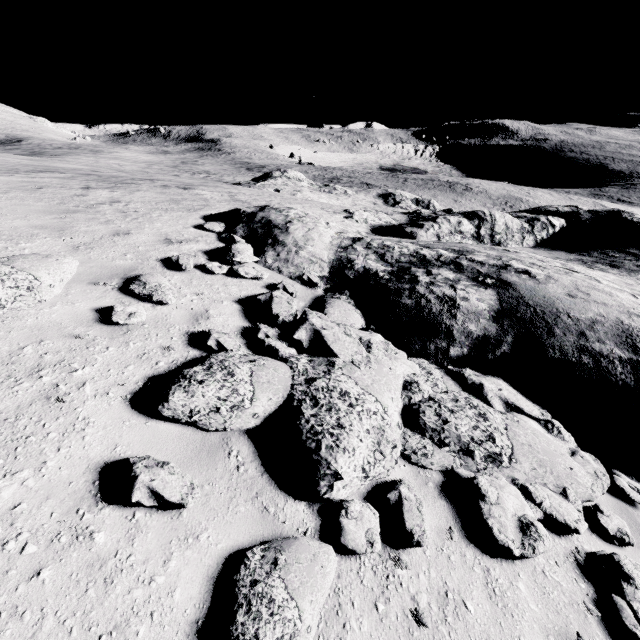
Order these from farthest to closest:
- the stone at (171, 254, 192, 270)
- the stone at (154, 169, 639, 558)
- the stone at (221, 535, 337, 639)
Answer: the stone at (171, 254, 192, 270) < the stone at (154, 169, 639, 558) < the stone at (221, 535, 337, 639)

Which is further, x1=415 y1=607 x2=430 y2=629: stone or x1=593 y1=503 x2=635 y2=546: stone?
x1=593 y1=503 x2=635 y2=546: stone

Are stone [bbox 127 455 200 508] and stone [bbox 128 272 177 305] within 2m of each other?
no

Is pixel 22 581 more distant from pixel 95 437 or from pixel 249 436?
Result: pixel 249 436

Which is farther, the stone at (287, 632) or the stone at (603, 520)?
the stone at (603, 520)

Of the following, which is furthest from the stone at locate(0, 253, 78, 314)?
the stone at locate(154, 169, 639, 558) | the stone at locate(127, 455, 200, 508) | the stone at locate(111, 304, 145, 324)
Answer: the stone at locate(127, 455, 200, 508)

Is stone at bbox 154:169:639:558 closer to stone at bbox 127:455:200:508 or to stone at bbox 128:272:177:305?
stone at bbox 127:455:200:508

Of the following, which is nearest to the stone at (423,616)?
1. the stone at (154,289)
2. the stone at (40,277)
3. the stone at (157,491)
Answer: the stone at (157,491)
